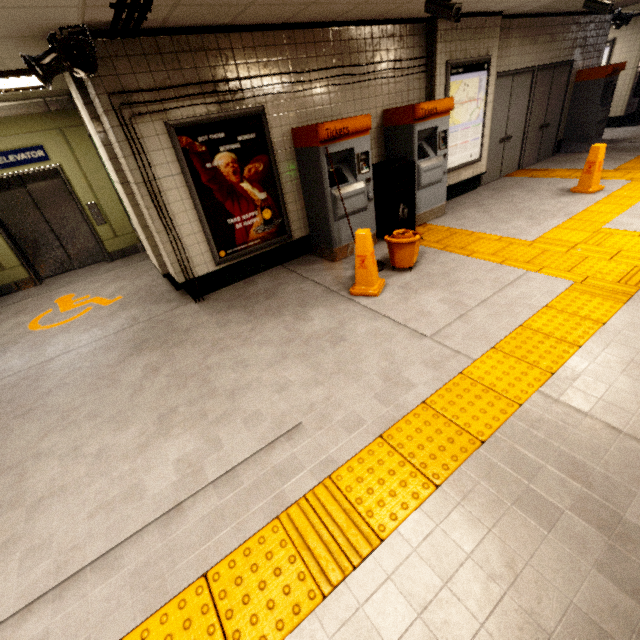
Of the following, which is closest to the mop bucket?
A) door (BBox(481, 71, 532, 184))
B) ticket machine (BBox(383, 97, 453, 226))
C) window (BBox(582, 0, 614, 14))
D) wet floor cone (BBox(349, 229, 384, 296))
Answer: wet floor cone (BBox(349, 229, 384, 296))

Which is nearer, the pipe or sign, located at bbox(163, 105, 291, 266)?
the pipe

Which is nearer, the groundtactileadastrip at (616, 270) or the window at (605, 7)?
the groundtactileadastrip at (616, 270)

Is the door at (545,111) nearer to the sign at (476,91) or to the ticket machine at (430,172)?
the sign at (476,91)

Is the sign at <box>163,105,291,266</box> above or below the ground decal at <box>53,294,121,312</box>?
above

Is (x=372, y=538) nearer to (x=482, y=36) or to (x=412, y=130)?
(x=412, y=130)

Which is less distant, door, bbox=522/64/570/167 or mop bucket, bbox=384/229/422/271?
mop bucket, bbox=384/229/422/271

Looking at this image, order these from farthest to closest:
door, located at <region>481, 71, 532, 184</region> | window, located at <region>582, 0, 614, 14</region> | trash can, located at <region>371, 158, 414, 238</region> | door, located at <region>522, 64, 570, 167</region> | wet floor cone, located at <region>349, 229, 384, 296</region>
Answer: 1. door, located at <region>522, 64, 570, 167</region>
2. door, located at <region>481, 71, 532, 184</region>
3. window, located at <region>582, 0, 614, 14</region>
4. trash can, located at <region>371, 158, 414, 238</region>
5. wet floor cone, located at <region>349, 229, 384, 296</region>
